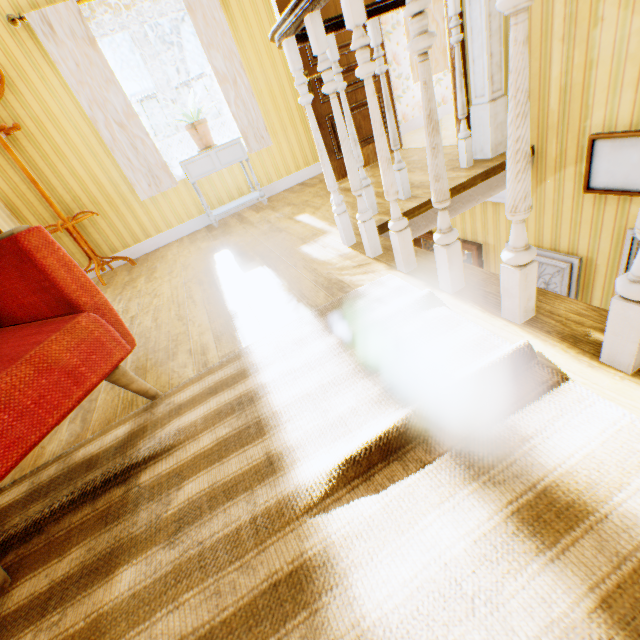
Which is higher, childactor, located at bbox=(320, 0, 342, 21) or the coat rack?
childactor, located at bbox=(320, 0, 342, 21)

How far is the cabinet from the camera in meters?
3.8

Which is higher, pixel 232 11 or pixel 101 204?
pixel 232 11

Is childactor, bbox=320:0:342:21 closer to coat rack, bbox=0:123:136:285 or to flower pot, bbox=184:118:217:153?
flower pot, bbox=184:118:217:153

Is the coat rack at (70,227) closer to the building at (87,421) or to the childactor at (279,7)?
the building at (87,421)

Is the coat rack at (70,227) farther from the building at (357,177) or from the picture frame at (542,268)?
the picture frame at (542,268)

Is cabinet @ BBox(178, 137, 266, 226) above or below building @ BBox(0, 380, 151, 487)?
above

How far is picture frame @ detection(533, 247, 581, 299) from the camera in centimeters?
292cm
